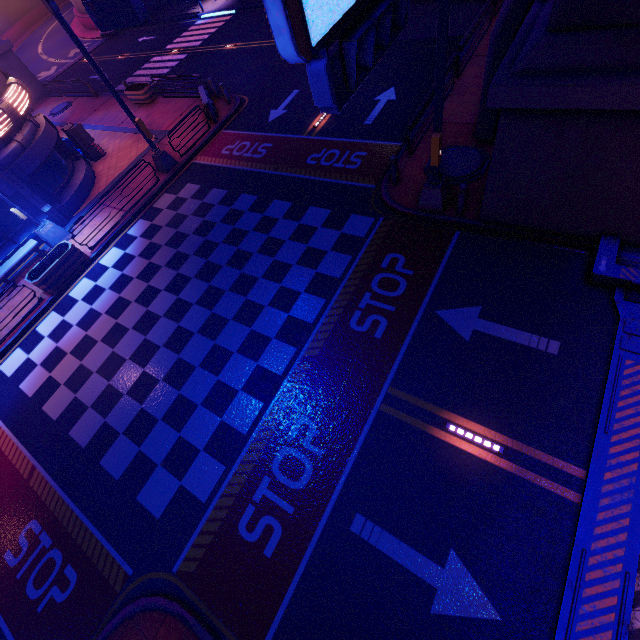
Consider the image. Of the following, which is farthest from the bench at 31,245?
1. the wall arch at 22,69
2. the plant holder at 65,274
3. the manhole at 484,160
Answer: the wall arch at 22,69

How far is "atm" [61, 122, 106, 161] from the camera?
17.92m

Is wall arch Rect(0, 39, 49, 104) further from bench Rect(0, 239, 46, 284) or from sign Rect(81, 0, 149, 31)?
sign Rect(81, 0, 149, 31)

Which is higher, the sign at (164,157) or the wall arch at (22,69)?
the wall arch at (22,69)

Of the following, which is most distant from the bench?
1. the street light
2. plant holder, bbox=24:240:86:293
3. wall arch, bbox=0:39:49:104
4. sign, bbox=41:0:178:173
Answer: wall arch, bbox=0:39:49:104

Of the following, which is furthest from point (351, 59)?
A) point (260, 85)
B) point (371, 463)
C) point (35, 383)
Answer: point (260, 85)

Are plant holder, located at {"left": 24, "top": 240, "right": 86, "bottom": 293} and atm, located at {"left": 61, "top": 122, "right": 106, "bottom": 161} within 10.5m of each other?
yes

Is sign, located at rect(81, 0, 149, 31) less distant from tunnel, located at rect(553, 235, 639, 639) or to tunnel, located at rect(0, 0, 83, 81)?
tunnel, located at rect(553, 235, 639, 639)
